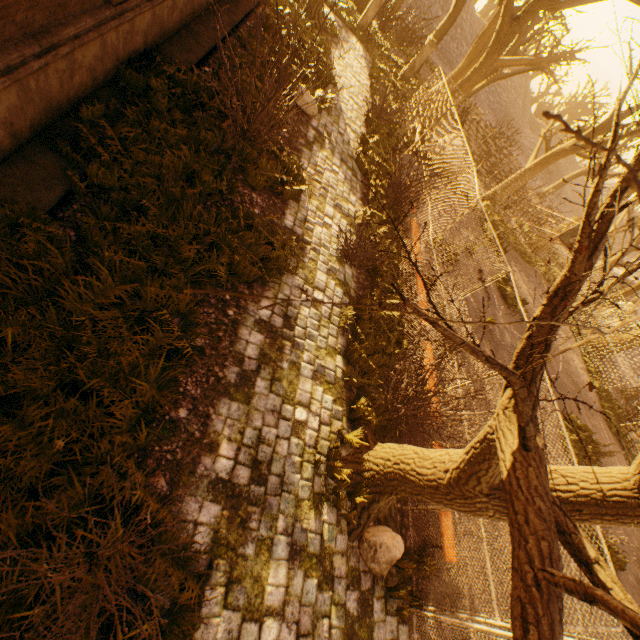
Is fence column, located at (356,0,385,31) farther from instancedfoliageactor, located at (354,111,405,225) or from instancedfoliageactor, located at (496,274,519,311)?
instancedfoliageactor, located at (496,274,519,311)

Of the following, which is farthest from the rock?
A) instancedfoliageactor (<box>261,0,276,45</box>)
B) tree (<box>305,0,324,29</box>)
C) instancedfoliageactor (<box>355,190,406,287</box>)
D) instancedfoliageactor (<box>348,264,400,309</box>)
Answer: instancedfoliageactor (<box>261,0,276,45</box>)

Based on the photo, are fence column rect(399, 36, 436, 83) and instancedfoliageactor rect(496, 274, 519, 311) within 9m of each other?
no

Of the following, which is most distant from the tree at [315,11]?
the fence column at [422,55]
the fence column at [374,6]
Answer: the fence column at [374,6]

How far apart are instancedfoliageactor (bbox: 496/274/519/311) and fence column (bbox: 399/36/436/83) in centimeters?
1601cm

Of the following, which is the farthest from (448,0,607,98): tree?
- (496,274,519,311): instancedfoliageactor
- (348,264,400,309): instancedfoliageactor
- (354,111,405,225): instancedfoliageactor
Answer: (496,274,519,311): instancedfoliageactor

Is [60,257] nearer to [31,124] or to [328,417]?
[31,124]

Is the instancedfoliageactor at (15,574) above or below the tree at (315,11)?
A: below
